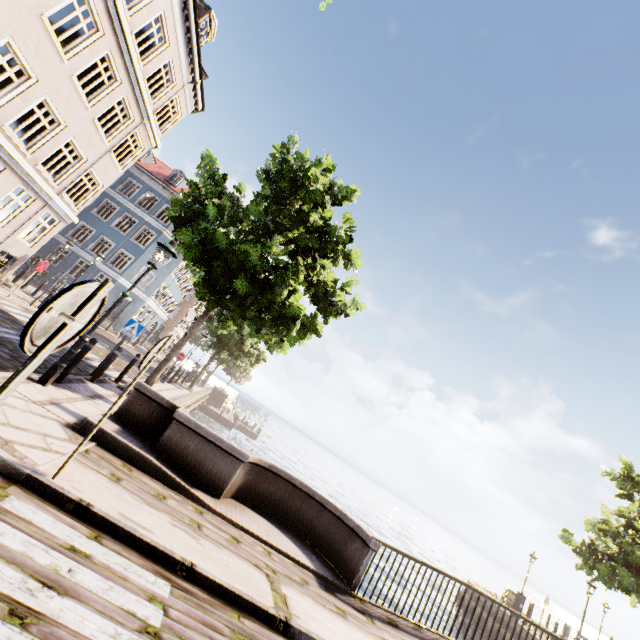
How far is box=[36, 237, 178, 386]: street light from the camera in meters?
6.2

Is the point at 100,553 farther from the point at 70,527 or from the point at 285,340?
the point at 285,340

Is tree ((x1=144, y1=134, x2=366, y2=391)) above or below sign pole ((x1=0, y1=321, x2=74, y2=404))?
above

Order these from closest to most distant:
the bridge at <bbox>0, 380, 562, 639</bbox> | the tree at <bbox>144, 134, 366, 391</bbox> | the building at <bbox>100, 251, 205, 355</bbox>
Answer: the bridge at <bbox>0, 380, 562, 639</bbox>, the tree at <bbox>144, 134, 366, 391</bbox>, the building at <bbox>100, 251, 205, 355</bbox>

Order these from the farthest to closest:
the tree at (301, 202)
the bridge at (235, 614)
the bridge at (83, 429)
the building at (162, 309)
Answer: the building at (162, 309), the tree at (301, 202), the bridge at (83, 429), the bridge at (235, 614)

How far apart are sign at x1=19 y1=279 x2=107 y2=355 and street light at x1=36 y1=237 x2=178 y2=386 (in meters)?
5.31

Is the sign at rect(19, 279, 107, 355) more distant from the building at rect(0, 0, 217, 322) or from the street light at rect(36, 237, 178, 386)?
the building at rect(0, 0, 217, 322)

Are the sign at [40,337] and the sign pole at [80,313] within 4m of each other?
yes
